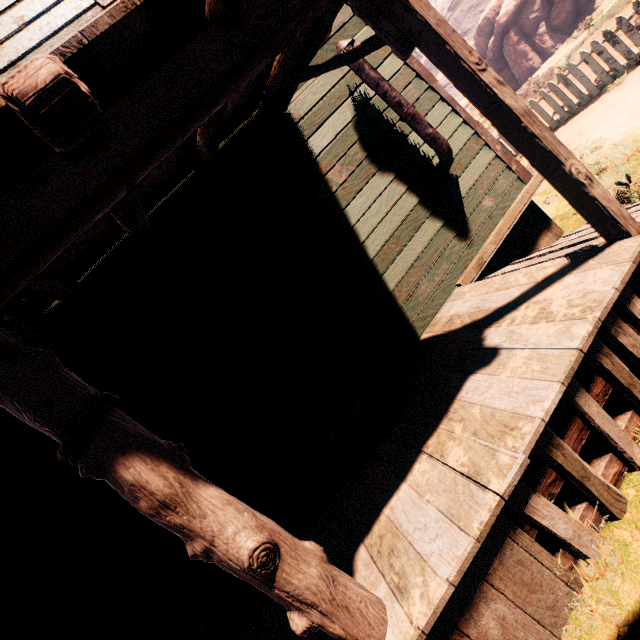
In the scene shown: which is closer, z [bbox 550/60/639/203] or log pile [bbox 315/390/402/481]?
log pile [bbox 315/390/402/481]

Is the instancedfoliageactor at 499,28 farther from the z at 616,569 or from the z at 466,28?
the z at 466,28

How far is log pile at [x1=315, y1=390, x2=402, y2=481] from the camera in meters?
2.9 m

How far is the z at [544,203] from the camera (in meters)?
4.62

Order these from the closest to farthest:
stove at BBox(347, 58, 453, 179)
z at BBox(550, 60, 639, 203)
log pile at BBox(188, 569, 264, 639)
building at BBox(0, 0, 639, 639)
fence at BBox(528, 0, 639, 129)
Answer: building at BBox(0, 0, 639, 639) < log pile at BBox(188, 569, 264, 639) < stove at BBox(347, 58, 453, 179) < z at BBox(550, 60, 639, 203) < fence at BBox(528, 0, 639, 129)

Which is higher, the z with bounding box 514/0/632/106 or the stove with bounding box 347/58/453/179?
the stove with bounding box 347/58/453/179

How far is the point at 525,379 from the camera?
2.1 meters

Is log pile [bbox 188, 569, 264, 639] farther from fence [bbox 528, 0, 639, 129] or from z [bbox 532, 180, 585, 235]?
fence [bbox 528, 0, 639, 129]
